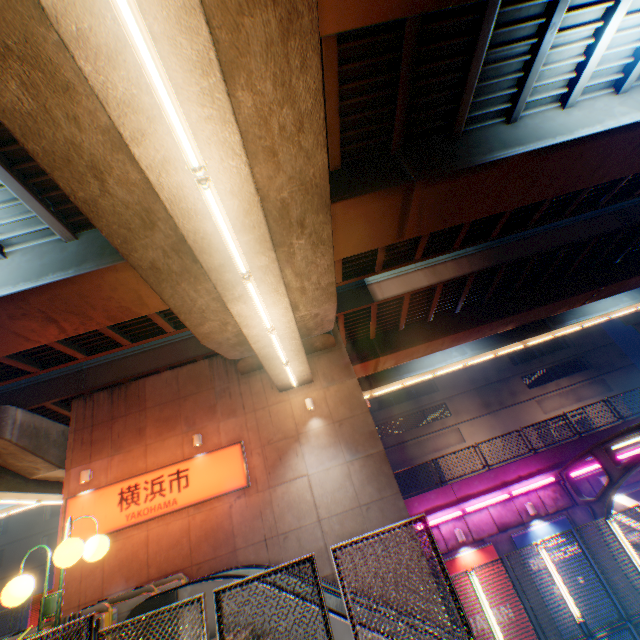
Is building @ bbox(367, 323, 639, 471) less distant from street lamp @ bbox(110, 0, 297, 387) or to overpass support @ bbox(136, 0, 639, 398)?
overpass support @ bbox(136, 0, 639, 398)

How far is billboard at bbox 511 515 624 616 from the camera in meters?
13.0

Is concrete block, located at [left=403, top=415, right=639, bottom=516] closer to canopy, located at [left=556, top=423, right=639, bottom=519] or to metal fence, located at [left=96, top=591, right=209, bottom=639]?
metal fence, located at [left=96, top=591, right=209, bottom=639]

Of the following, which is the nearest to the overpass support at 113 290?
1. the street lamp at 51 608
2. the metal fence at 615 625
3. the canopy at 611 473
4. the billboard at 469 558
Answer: the metal fence at 615 625

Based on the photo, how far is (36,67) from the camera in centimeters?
388cm

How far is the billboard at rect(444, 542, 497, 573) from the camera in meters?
13.4

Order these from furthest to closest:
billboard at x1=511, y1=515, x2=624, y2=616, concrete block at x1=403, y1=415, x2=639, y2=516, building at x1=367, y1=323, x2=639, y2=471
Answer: building at x1=367, y1=323, x2=639, y2=471 → concrete block at x1=403, y1=415, x2=639, y2=516 → billboard at x1=511, y1=515, x2=624, y2=616

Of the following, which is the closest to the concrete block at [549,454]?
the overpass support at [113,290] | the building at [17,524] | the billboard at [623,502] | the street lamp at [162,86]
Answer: the billboard at [623,502]
